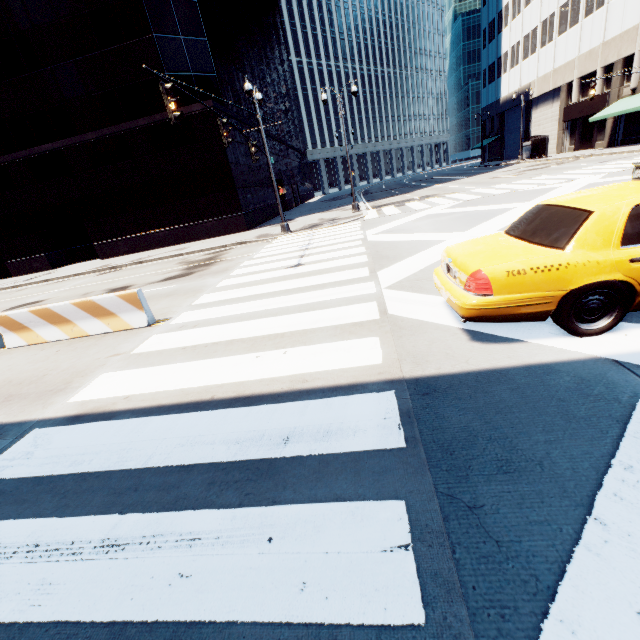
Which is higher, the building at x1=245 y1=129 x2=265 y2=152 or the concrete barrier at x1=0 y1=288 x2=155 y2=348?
the building at x1=245 y1=129 x2=265 y2=152

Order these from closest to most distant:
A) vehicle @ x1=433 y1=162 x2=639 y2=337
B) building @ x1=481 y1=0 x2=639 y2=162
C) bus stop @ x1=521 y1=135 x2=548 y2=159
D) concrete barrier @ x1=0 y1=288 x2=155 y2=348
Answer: vehicle @ x1=433 y1=162 x2=639 y2=337, concrete barrier @ x1=0 y1=288 x2=155 y2=348, building @ x1=481 y1=0 x2=639 y2=162, bus stop @ x1=521 y1=135 x2=548 y2=159

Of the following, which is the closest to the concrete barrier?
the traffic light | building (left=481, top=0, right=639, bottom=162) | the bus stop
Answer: the traffic light

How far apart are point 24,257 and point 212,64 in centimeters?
A: 2163cm

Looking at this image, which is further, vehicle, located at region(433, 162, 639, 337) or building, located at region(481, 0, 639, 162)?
building, located at region(481, 0, 639, 162)

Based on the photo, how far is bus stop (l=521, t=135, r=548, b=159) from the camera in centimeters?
3512cm

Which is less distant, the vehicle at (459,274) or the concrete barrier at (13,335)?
the vehicle at (459,274)

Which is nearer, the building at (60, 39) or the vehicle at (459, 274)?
the vehicle at (459, 274)
